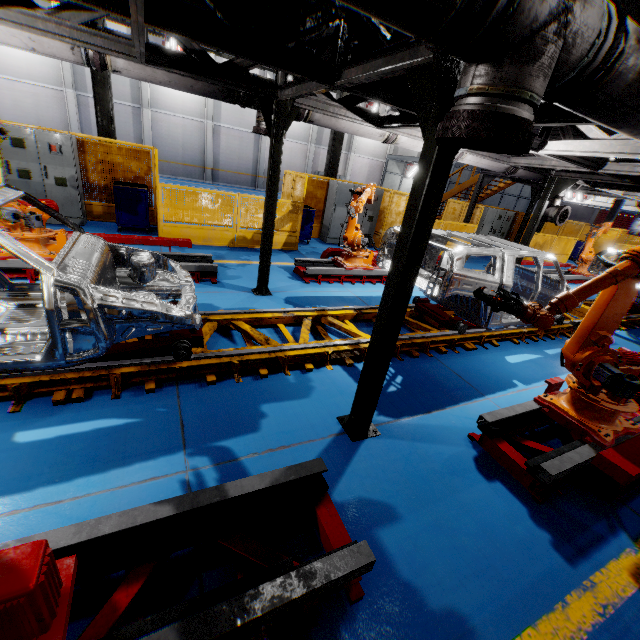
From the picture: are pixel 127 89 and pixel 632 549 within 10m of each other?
no

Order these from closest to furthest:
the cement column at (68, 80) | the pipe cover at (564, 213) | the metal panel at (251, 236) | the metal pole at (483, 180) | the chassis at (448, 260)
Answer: the chassis at (448, 260) → the metal panel at (251, 236) → the pipe cover at (564, 213) → the metal pole at (483, 180) → the cement column at (68, 80)

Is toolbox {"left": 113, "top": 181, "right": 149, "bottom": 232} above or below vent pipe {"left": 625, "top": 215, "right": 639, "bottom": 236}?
below

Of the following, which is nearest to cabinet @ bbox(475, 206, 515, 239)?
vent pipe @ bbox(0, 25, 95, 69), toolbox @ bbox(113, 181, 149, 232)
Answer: vent pipe @ bbox(0, 25, 95, 69)

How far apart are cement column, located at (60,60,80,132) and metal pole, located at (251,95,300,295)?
22.0m

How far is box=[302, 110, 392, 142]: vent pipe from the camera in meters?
5.8

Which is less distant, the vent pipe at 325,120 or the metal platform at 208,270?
the vent pipe at 325,120

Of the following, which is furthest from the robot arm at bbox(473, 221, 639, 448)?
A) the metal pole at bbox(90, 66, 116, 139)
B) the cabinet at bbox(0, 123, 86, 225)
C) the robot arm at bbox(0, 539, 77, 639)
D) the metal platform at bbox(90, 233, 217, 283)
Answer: the metal pole at bbox(90, 66, 116, 139)
